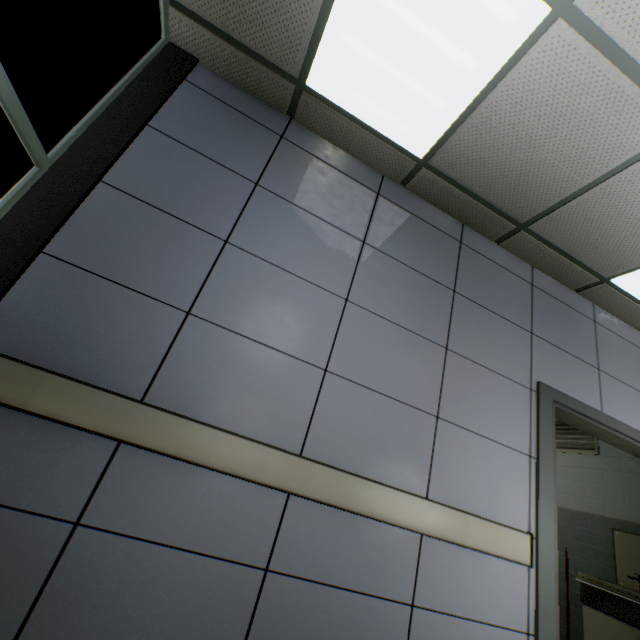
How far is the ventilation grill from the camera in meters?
4.1

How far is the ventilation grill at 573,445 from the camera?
4.10m

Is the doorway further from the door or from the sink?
the sink

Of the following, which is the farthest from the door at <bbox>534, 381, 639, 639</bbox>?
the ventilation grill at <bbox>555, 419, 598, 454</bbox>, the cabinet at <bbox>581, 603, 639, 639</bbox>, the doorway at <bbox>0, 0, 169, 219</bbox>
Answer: the doorway at <bbox>0, 0, 169, 219</bbox>

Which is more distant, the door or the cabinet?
the cabinet

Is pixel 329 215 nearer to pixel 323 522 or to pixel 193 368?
pixel 193 368

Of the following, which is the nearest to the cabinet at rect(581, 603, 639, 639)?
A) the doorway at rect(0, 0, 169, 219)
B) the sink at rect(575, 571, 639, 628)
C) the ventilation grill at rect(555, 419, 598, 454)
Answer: the sink at rect(575, 571, 639, 628)

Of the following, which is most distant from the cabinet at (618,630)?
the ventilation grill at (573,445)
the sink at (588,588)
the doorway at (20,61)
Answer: the doorway at (20,61)
